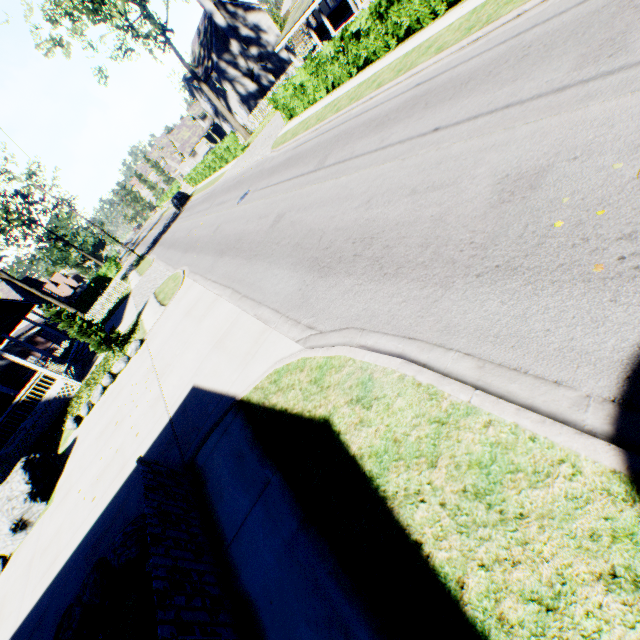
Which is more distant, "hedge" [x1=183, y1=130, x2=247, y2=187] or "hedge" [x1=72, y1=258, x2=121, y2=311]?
"hedge" [x1=72, y1=258, x2=121, y2=311]

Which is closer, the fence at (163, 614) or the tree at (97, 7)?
the fence at (163, 614)

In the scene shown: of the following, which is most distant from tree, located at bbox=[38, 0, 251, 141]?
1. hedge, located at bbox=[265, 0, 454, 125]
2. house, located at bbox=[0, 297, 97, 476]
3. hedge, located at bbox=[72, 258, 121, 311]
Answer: house, located at bbox=[0, 297, 97, 476]

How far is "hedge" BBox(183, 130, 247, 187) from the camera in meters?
29.3 m

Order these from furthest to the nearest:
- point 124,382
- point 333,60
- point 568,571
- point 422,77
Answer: point 333,60, point 124,382, point 422,77, point 568,571

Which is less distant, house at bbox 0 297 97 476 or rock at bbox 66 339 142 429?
rock at bbox 66 339 142 429

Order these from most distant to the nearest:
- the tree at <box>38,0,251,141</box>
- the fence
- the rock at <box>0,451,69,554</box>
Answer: the tree at <box>38,0,251,141</box> → the rock at <box>0,451,69,554</box> → the fence

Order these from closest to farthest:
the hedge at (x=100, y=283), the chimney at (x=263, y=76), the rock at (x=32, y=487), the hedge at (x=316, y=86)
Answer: the rock at (x=32, y=487) → the hedge at (x=316, y=86) → the chimney at (x=263, y=76) → the hedge at (x=100, y=283)
